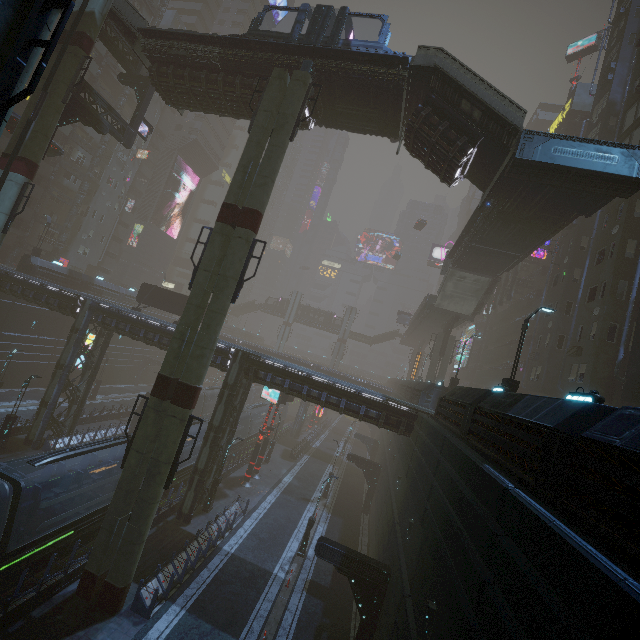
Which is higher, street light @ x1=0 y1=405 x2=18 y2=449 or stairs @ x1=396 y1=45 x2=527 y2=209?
stairs @ x1=396 y1=45 x2=527 y2=209

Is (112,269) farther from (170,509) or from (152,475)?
(152,475)

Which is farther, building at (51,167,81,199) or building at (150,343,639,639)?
building at (51,167,81,199)

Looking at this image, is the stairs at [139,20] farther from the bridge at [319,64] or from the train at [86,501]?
the train at [86,501]

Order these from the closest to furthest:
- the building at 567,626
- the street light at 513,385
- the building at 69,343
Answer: the building at 567,626 → the street light at 513,385 → the building at 69,343

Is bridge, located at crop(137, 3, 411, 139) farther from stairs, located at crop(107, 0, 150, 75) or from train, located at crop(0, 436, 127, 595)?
train, located at crop(0, 436, 127, 595)

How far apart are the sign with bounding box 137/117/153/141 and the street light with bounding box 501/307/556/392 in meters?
32.5 m

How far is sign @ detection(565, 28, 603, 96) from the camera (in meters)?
45.41
